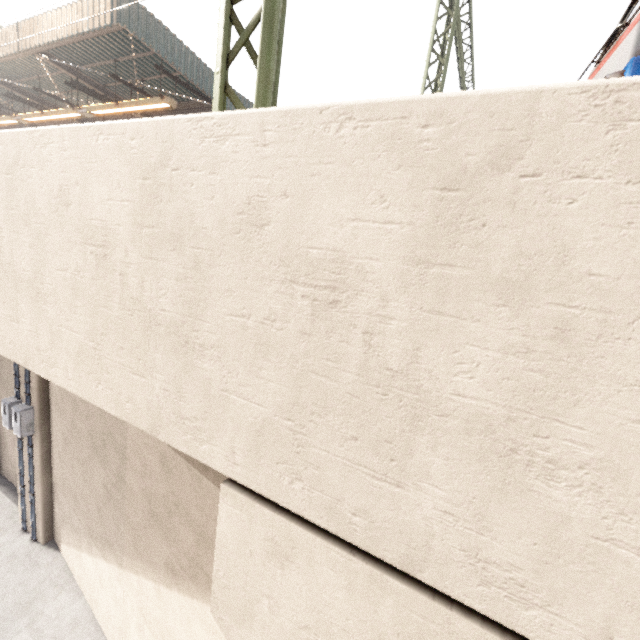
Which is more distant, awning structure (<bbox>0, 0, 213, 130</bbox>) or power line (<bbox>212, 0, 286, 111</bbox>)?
awning structure (<bbox>0, 0, 213, 130</bbox>)

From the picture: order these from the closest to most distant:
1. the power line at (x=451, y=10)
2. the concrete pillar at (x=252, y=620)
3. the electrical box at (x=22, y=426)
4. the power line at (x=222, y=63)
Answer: the concrete pillar at (x=252, y=620) → the power line at (x=222, y=63) → the electrical box at (x=22, y=426) → the power line at (x=451, y=10)

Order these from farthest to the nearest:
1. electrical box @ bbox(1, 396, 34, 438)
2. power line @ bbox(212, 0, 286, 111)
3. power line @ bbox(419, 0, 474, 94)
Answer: power line @ bbox(419, 0, 474, 94), electrical box @ bbox(1, 396, 34, 438), power line @ bbox(212, 0, 286, 111)

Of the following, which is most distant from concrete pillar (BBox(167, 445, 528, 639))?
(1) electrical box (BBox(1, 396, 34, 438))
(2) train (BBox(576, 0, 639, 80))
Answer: (2) train (BBox(576, 0, 639, 80))

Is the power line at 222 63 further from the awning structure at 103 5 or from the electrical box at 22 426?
the electrical box at 22 426

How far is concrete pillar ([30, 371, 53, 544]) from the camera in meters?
8.3

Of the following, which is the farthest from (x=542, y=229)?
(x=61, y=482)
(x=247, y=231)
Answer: (x=61, y=482)

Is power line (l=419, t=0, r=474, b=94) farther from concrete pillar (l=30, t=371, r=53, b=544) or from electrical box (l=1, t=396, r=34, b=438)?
electrical box (l=1, t=396, r=34, b=438)
